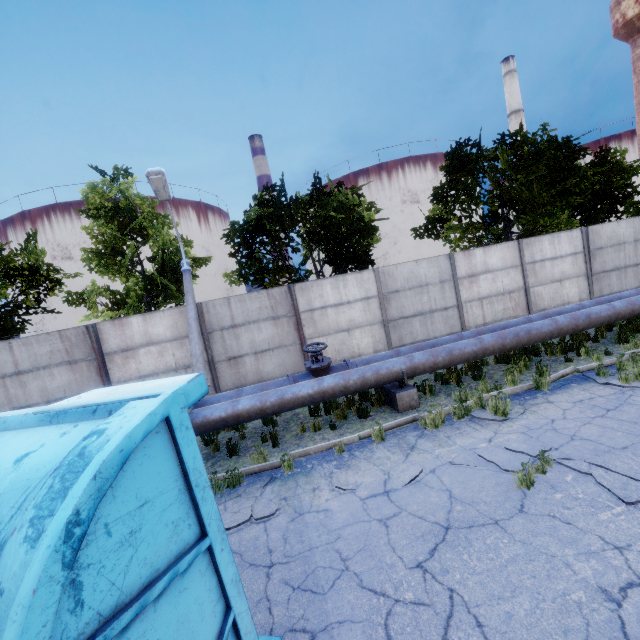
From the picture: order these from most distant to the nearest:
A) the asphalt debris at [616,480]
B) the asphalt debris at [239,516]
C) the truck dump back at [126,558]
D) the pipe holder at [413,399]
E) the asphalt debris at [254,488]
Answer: the pipe holder at [413,399] < the asphalt debris at [254,488] < the asphalt debris at [239,516] < the asphalt debris at [616,480] < the truck dump back at [126,558]

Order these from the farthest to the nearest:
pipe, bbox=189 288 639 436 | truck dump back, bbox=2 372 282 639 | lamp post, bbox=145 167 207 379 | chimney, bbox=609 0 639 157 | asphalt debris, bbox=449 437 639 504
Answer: chimney, bbox=609 0 639 157, lamp post, bbox=145 167 207 379, pipe, bbox=189 288 639 436, asphalt debris, bbox=449 437 639 504, truck dump back, bbox=2 372 282 639

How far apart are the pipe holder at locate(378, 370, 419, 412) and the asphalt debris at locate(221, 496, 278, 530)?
3.4m

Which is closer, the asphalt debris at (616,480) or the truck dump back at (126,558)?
the truck dump back at (126,558)

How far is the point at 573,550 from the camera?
3.5 meters

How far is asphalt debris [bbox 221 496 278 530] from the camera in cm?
494

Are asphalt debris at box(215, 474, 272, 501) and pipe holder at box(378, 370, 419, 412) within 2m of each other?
no

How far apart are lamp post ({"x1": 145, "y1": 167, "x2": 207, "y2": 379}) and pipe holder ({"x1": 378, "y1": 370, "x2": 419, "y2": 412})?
4.66m
